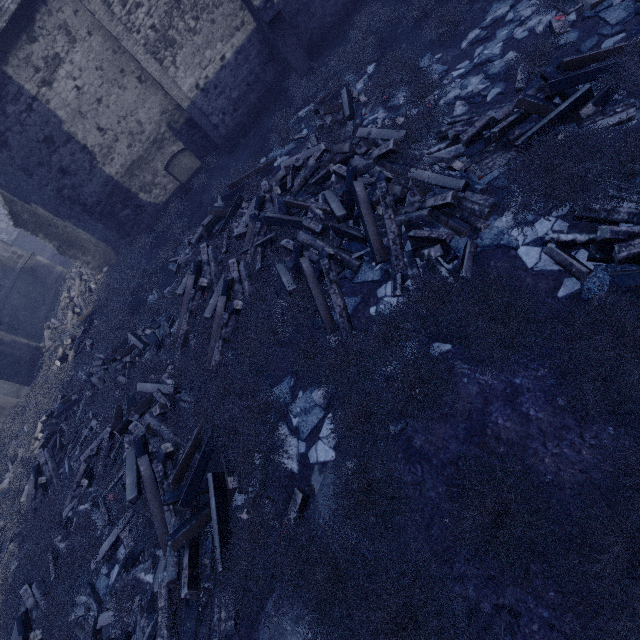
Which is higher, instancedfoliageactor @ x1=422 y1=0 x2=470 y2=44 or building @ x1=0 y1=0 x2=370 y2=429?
building @ x1=0 y1=0 x2=370 y2=429

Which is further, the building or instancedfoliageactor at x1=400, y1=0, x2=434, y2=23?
the building

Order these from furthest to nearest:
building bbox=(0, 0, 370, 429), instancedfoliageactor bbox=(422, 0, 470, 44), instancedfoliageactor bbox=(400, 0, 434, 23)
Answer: building bbox=(0, 0, 370, 429) → instancedfoliageactor bbox=(400, 0, 434, 23) → instancedfoliageactor bbox=(422, 0, 470, 44)

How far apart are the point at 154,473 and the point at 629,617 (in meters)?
6.85

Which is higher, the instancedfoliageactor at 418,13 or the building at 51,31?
the building at 51,31

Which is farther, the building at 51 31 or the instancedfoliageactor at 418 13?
the building at 51 31
